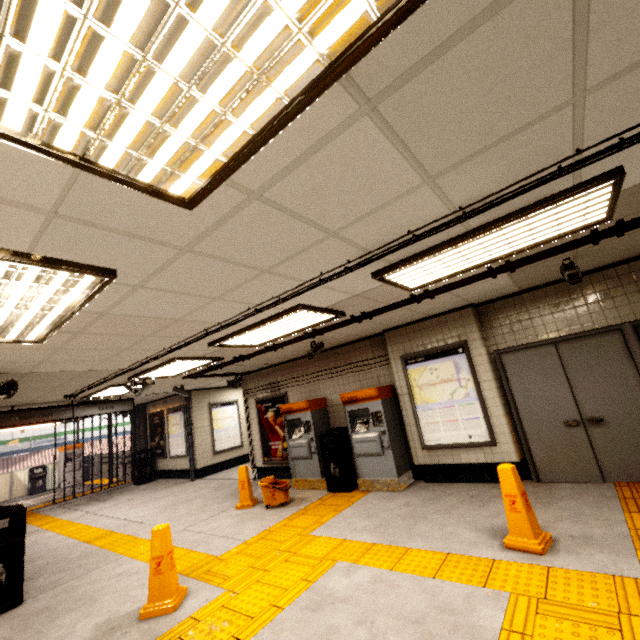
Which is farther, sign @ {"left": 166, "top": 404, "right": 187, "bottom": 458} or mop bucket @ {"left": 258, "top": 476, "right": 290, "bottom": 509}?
sign @ {"left": 166, "top": 404, "right": 187, "bottom": 458}

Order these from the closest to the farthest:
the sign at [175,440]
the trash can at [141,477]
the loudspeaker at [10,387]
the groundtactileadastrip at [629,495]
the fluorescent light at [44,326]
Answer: the fluorescent light at [44,326]
the groundtactileadastrip at [629,495]
the loudspeaker at [10,387]
the sign at [175,440]
the trash can at [141,477]

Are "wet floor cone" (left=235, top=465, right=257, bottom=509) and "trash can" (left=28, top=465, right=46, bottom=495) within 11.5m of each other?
no

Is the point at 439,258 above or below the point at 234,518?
above

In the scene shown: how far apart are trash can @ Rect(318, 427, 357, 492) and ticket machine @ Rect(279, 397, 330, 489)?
0.2 meters

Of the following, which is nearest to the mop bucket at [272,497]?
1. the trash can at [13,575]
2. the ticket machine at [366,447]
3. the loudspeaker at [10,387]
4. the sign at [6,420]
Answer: the ticket machine at [366,447]

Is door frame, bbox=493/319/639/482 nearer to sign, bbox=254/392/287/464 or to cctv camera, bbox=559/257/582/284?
cctv camera, bbox=559/257/582/284

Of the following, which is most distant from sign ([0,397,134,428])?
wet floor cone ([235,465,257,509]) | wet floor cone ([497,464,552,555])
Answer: wet floor cone ([497,464,552,555])
